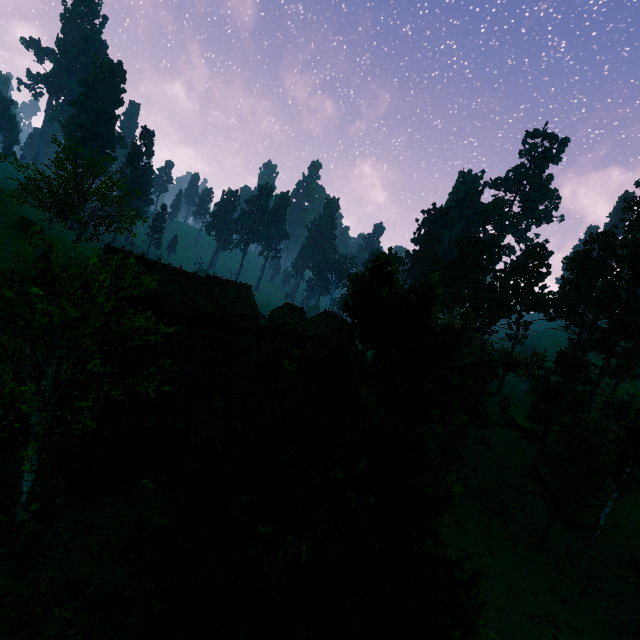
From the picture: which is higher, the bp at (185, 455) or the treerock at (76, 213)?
the bp at (185, 455)

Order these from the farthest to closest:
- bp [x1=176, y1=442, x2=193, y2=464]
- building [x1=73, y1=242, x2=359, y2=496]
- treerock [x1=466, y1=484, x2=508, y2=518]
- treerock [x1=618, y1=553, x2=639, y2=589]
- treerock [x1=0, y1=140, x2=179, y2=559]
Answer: treerock [x1=466, y1=484, x2=508, y2=518] → treerock [x1=618, y1=553, x2=639, y2=589] → bp [x1=176, y1=442, x2=193, y2=464] → building [x1=73, y1=242, x2=359, y2=496] → treerock [x1=0, y1=140, x2=179, y2=559]

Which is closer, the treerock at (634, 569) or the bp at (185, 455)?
the bp at (185, 455)

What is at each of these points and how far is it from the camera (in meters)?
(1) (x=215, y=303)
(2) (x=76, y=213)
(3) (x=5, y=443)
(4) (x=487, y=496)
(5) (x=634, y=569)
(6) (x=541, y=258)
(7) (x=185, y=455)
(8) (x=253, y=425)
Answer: (1) building, 36.19
(2) treerock, 33.75
(3) hay bale, 14.03
(4) treerock, 25.28
(5) treerock, 16.98
(6) treerock, 58.34
(7) bp, 15.48
(8) treerock, 12.18

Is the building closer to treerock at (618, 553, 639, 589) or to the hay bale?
treerock at (618, 553, 639, 589)

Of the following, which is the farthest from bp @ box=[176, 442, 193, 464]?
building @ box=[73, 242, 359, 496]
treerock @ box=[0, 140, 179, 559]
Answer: treerock @ box=[0, 140, 179, 559]

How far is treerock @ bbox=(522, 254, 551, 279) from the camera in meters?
58.5
